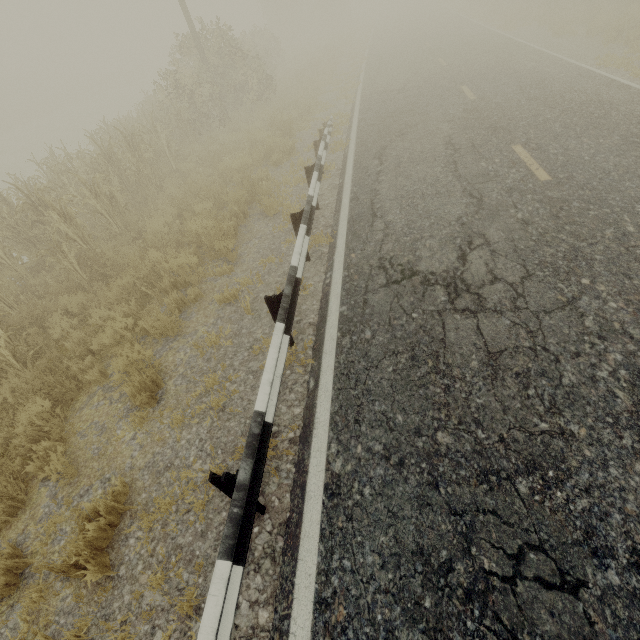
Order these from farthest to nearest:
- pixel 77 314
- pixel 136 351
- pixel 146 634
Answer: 1. pixel 77 314
2. pixel 136 351
3. pixel 146 634

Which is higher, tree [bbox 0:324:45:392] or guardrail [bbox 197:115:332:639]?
guardrail [bbox 197:115:332:639]

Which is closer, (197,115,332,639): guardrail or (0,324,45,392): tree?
(197,115,332,639): guardrail

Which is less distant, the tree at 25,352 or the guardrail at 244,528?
the guardrail at 244,528

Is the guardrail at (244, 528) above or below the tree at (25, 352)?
above
